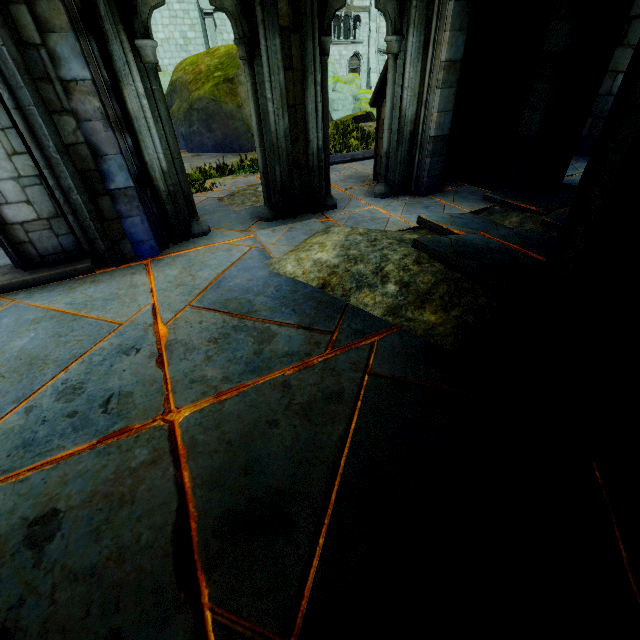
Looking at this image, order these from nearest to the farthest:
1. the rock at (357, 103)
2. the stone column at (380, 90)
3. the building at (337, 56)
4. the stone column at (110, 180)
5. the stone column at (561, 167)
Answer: the stone column at (110, 180) → the stone column at (561, 167) → the stone column at (380, 90) → the rock at (357, 103) → the building at (337, 56)

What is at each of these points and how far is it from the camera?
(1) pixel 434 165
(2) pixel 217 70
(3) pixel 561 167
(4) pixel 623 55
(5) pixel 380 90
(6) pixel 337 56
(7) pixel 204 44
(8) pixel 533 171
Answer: (1) stone column, 5.54m
(2) rock, 12.59m
(3) stone column, 5.58m
(4) building, 6.66m
(5) stone column, 5.70m
(6) building, 28.44m
(7) building, 21.67m
(8) stone column, 5.57m

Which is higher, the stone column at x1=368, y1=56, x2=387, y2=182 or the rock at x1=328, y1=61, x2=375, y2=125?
the stone column at x1=368, y1=56, x2=387, y2=182

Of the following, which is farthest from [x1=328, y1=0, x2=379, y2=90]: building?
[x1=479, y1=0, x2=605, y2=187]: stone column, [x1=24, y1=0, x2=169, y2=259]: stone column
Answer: [x1=24, y1=0, x2=169, y2=259]: stone column

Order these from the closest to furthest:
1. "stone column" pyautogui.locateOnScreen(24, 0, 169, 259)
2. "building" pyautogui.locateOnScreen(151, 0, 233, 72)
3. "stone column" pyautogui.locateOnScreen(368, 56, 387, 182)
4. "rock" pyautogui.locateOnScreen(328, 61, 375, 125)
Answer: "stone column" pyautogui.locateOnScreen(24, 0, 169, 259) → "stone column" pyautogui.locateOnScreen(368, 56, 387, 182) → "rock" pyautogui.locateOnScreen(328, 61, 375, 125) → "building" pyautogui.locateOnScreen(151, 0, 233, 72)

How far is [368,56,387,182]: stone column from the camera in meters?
5.5 m

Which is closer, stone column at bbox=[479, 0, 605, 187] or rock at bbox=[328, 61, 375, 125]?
stone column at bbox=[479, 0, 605, 187]

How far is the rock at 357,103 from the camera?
13.89m
